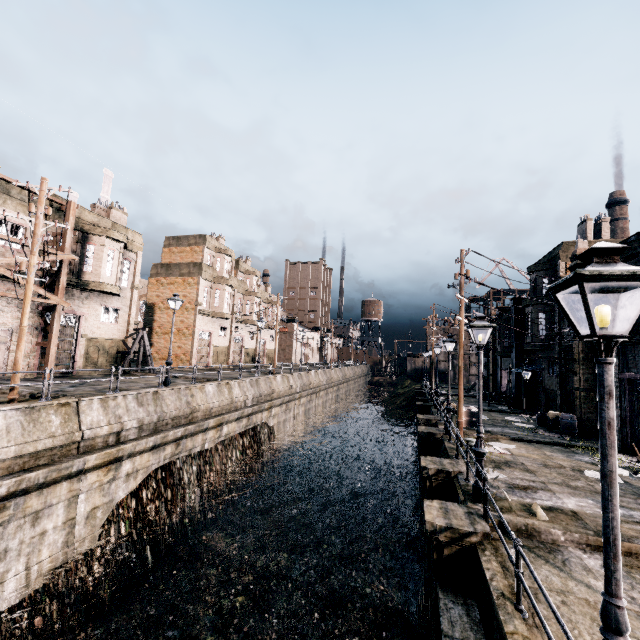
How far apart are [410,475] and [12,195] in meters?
36.9

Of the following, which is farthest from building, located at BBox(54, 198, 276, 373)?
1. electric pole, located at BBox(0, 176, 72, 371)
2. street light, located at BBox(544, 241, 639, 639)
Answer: street light, located at BBox(544, 241, 639, 639)

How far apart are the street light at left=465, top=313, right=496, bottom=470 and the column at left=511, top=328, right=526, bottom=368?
26.9m

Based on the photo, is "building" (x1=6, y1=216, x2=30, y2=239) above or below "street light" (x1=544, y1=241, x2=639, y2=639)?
above

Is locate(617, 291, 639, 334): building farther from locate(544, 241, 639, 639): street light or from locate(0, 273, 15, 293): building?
locate(0, 273, 15, 293): building

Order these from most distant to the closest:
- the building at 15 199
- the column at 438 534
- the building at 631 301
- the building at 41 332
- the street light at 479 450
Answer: the building at 41 332, the building at 15 199, the building at 631 301, the street light at 479 450, the column at 438 534

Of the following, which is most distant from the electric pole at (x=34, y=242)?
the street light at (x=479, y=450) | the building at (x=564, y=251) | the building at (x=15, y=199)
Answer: the building at (x=564, y=251)

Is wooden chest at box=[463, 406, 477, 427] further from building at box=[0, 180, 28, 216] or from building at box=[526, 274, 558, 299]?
building at box=[0, 180, 28, 216]
